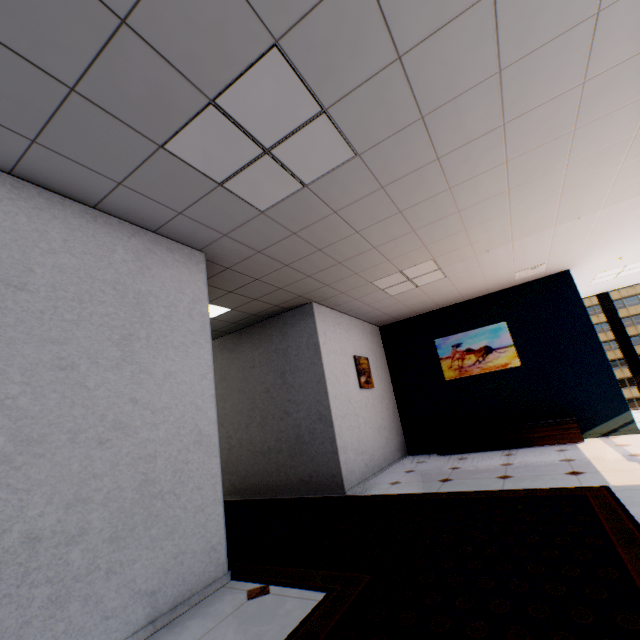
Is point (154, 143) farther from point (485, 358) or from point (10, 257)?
point (485, 358)

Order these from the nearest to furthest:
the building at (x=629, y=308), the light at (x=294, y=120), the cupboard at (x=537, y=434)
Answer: the light at (x=294, y=120), the cupboard at (x=537, y=434), the building at (x=629, y=308)

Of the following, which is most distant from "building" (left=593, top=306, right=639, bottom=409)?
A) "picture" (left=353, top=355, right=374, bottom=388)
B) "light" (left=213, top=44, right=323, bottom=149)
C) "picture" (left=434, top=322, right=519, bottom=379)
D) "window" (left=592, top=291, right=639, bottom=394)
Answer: "light" (left=213, top=44, right=323, bottom=149)

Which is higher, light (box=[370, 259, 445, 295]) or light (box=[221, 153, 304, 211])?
light (box=[370, 259, 445, 295])

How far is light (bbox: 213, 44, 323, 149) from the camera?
1.8m

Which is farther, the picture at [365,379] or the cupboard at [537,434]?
the picture at [365,379]

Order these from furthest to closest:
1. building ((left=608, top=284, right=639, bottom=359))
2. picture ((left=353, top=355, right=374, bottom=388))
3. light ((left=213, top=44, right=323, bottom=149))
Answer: building ((left=608, top=284, right=639, bottom=359)) < picture ((left=353, top=355, right=374, bottom=388)) < light ((left=213, top=44, right=323, bottom=149))
